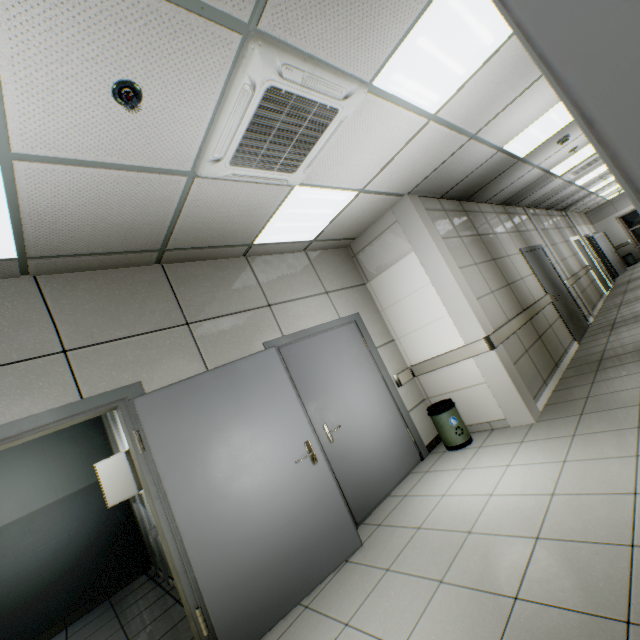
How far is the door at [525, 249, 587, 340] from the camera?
6.6 meters

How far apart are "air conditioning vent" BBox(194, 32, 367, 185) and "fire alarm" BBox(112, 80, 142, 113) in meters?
0.5

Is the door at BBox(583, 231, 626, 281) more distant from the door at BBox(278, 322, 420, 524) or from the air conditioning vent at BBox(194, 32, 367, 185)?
the air conditioning vent at BBox(194, 32, 367, 185)

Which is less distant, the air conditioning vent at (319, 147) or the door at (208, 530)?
the air conditioning vent at (319, 147)

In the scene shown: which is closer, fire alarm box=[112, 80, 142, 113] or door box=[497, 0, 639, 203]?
door box=[497, 0, 639, 203]

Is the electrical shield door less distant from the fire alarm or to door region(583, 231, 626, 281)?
the fire alarm

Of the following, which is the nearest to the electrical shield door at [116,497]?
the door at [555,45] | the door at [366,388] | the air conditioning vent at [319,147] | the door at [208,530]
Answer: the door at [208,530]

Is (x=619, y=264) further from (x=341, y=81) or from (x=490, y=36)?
(x=341, y=81)
